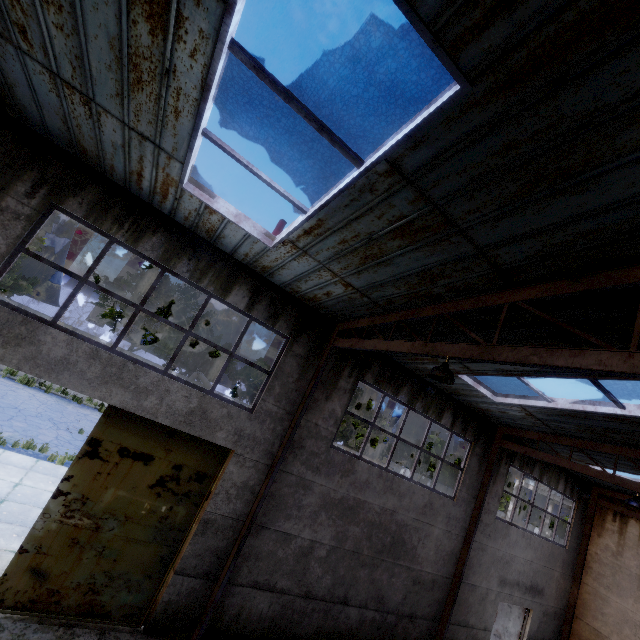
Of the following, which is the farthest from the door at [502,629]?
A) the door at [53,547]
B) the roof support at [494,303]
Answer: the door at [53,547]

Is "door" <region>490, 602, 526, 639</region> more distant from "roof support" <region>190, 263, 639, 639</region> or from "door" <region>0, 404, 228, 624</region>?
"door" <region>0, 404, 228, 624</region>

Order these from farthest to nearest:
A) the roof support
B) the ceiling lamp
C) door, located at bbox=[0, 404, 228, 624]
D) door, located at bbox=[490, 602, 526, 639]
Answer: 1. door, located at bbox=[490, 602, 526, 639]
2. door, located at bbox=[0, 404, 228, 624]
3. the ceiling lamp
4. the roof support

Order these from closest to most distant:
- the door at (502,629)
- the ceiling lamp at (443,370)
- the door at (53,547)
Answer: the ceiling lamp at (443,370) < the door at (53,547) < the door at (502,629)

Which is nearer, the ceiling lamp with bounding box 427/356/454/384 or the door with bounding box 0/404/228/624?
the ceiling lamp with bounding box 427/356/454/384

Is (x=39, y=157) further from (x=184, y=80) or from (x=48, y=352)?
(x=184, y=80)

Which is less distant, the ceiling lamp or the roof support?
the roof support

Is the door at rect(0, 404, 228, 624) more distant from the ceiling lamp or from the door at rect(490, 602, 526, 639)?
the door at rect(490, 602, 526, 639)
